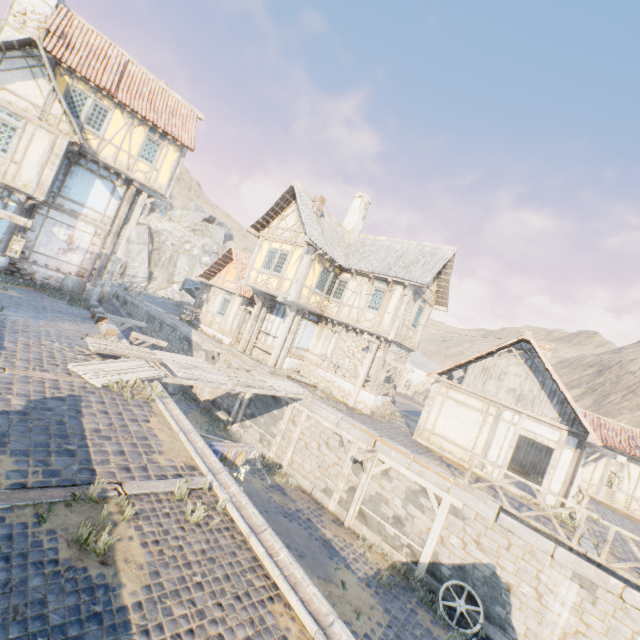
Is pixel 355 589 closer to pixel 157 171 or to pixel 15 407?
pixel 15 407

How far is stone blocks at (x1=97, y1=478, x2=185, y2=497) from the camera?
4.4 meters

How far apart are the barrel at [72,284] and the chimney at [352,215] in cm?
1436

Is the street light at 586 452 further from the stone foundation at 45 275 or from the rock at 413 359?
the stone foundation at 45 275

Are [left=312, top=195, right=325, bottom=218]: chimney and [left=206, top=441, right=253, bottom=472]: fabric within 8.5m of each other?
no

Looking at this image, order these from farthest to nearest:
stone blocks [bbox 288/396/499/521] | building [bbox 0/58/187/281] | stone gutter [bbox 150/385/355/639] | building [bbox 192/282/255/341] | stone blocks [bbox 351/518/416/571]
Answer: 1. building [bbox 192/282/255/341]
2. building [bbox 0/58/187/281]
3. stone blocks [bbox 351/518/416/571]
4. stone blocks [bbox 288/396/499/521]
5. stone gutter [bbox 150/385/355/639]

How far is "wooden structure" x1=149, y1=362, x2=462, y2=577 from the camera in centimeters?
1037cm

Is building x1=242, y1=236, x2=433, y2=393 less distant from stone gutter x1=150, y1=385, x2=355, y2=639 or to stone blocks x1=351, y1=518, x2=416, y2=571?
stone blocks x1=351, y1=518, x2=416, y2=571
